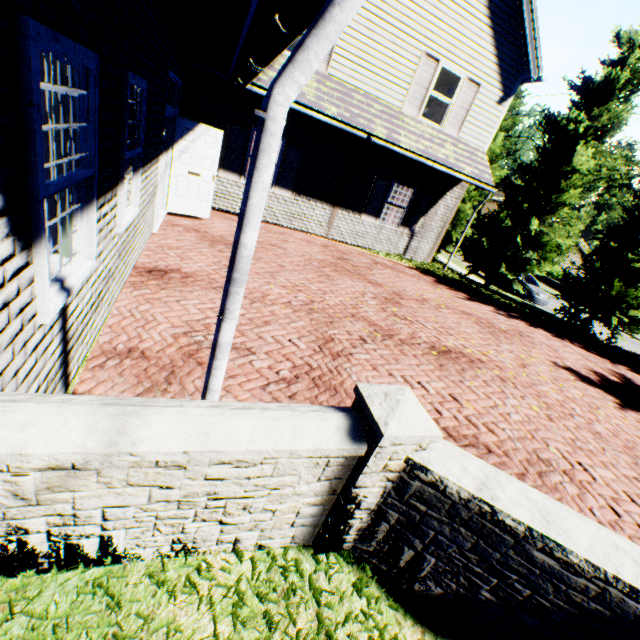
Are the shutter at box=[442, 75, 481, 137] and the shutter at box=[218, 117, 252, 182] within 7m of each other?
yes

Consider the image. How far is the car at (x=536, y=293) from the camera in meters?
20.6

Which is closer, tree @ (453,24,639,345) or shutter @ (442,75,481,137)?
shutter @ (442,75,481,137)

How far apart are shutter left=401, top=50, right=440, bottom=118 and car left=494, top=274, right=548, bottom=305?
15.2m

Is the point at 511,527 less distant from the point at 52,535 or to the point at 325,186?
the point at 52,535

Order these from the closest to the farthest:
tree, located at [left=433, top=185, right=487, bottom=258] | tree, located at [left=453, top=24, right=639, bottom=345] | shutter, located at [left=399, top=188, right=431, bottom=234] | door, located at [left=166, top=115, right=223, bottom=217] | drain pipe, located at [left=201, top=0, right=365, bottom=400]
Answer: drain pipe, located at [left=201, top=0, right=365, bottom=400], door, located at [left=166, top=115, right=223, bottom=217], shutter, located at [left=399, top=188, right=431, bottom=234], tree, located at [left=453, top=24, right=639, bottom=345], tree, located at [left=433, top=185, right=487, bottom=258]

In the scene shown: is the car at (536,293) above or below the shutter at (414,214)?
below

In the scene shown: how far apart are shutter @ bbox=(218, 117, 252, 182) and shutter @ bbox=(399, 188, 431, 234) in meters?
5.9
